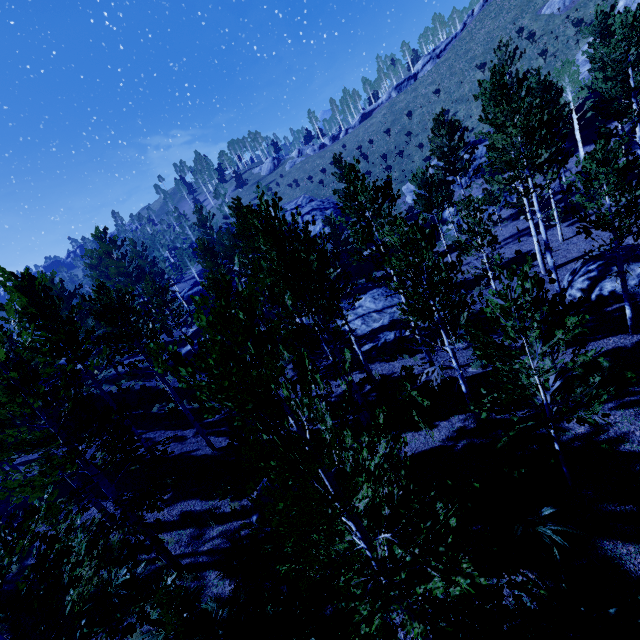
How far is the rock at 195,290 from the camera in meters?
53.8

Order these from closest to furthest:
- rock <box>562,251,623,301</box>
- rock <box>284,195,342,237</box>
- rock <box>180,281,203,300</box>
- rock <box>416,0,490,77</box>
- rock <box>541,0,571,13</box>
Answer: rock <box>562,251,623,301</box> < rock <box>541,0,571,13</box> < rock <box>284,195,342,237</box> < rock <box>180,281,203,300</box> < rock <box>416,0,490,77</box>

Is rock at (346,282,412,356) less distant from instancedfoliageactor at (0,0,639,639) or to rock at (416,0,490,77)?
instancedfoliageactor at (0,0,639,639)

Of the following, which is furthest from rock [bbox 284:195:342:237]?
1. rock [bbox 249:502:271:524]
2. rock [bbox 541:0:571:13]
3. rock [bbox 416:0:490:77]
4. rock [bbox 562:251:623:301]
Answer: rock [bbox 249:502:271:524]

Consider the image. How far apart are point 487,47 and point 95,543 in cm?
6680

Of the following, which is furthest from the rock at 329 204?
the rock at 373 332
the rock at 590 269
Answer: the rock at 590 269

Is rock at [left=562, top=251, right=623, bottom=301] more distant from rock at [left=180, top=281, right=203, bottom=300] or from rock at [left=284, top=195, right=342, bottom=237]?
rock at [left=180, top=281, right=203, bottom=300]

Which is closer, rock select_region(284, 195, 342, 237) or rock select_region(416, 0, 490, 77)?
rock select_region(284, 195, 342, 237)
